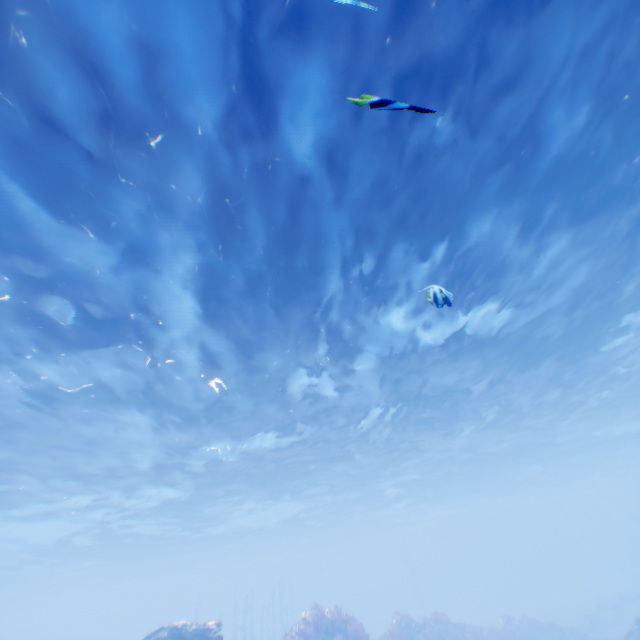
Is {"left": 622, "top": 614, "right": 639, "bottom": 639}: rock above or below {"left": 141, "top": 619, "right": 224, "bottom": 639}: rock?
below

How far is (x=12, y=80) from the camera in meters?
6.1

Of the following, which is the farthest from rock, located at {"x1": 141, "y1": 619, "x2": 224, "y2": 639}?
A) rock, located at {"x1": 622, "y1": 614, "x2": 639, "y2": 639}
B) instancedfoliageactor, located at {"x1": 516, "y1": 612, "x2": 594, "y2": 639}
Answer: rock, located at {"x1": 622, "y1": 614, "x2": 639, "y2": 639}

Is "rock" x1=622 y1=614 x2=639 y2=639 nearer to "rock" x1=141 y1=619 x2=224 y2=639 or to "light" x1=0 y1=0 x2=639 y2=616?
"rock" x1=141 y1=619 x2=224 y2=639

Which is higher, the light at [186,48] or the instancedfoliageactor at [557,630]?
the light at [186,48]

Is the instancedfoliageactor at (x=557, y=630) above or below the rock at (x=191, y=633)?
below

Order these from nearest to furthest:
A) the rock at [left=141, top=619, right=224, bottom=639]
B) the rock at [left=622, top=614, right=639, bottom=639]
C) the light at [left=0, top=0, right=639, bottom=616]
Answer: the light at [left=0, top=0, right=639, bottom=616]
the rock at [left=141, top=619, right=224, bottom=639]
the rock at [left=622, top=614, right=639, bottom=639]

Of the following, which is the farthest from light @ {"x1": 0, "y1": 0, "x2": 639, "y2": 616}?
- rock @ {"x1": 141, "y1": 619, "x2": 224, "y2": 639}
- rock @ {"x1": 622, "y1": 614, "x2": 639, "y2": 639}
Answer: rock @ {"x1": 622, "y1": 614, "x2": 639, "y2": 639}
